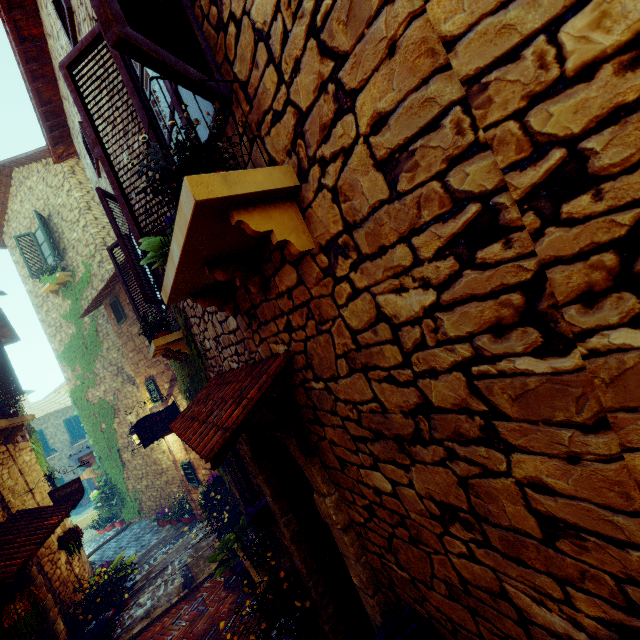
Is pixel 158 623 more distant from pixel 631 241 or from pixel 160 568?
pixel 631 241

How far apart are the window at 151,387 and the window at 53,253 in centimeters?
633cm

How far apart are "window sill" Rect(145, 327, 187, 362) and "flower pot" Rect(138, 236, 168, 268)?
2.3m

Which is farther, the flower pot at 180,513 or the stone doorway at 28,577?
the flower pot at 180,513

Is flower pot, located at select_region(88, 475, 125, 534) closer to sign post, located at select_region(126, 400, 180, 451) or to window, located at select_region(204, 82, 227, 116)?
sign post, located at select_region(126, 400, 180, 451)

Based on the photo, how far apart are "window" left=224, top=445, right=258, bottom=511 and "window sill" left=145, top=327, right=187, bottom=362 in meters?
1.3

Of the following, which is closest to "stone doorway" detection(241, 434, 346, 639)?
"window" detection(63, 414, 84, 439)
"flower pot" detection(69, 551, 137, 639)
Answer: "flower pot" detection(69, 551, 137, 639)

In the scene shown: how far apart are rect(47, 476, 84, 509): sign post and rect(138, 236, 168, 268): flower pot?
6.0 meters
